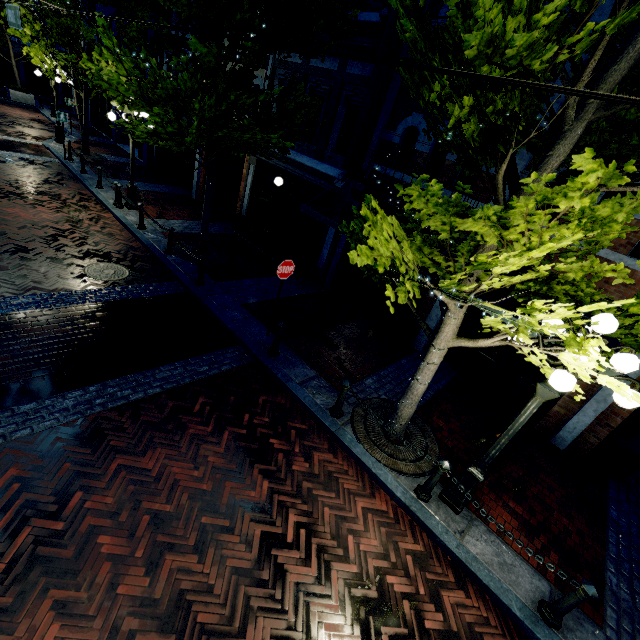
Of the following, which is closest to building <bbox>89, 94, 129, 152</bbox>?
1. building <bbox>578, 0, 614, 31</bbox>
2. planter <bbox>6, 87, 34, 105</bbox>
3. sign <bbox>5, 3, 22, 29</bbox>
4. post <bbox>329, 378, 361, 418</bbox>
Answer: building <bbox>578, 0, 614, 31</bbox>

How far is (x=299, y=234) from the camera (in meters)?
11.97

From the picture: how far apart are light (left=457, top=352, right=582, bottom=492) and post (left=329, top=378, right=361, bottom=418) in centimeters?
206cm

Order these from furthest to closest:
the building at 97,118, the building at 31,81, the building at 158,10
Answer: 1. the building at 31,81
2. the building at 97,118
3. the building at 158,10

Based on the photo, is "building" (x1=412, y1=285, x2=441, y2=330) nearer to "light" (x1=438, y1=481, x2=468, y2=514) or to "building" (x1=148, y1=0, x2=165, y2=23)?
"building" (x1=148, y1=0, x2=165, y2=23)

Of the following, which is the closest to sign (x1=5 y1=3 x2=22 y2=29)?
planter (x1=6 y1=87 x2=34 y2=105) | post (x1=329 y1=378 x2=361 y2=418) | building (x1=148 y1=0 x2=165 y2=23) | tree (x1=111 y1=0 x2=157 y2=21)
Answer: tree (x1=111 y1=0 x2=157 y2=21)

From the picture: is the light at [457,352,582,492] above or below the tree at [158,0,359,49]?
below

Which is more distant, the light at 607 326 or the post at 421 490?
the post at 421 490
